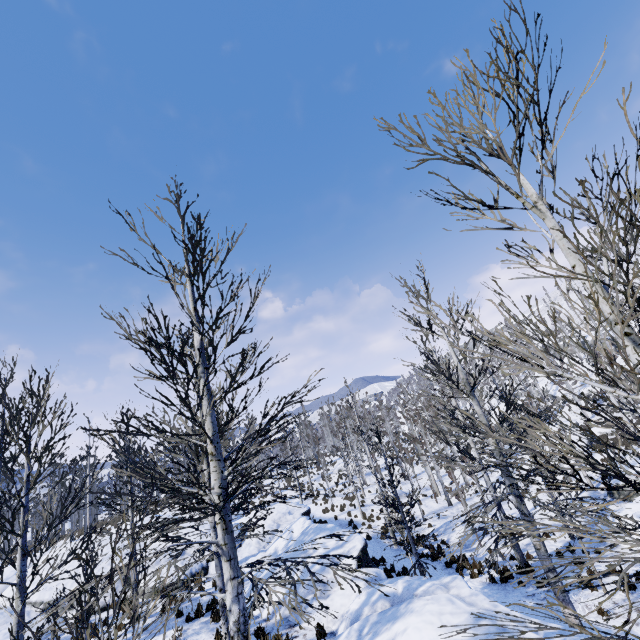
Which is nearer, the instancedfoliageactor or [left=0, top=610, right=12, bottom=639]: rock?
the instancedfoliageactor

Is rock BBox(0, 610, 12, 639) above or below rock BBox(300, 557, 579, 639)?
above

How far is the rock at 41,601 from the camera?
13.7 meters

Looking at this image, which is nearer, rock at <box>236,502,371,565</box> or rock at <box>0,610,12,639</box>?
rock at <box>0,610,12,639</box>

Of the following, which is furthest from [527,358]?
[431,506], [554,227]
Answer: [431,506]

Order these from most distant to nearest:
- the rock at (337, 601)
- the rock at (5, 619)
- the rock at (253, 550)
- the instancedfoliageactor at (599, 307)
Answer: the rock at (253, 550) → the rock at (5, 619) → the rock at (337, 601) → the instancedfoliageactor at (599, 307)
